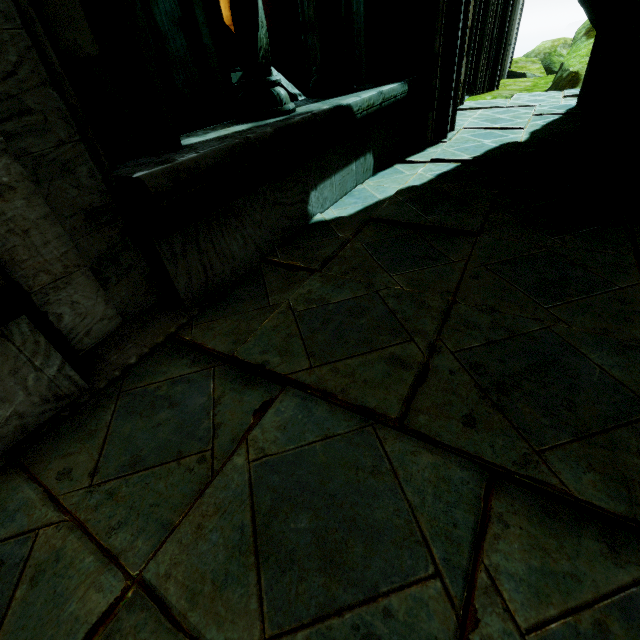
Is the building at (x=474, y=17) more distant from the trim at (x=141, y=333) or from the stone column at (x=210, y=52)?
the trim at (x=141, y=333)

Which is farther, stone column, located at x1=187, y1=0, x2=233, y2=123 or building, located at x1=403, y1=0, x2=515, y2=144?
stone column, located at x1=187, y1=0, x2=233, y2=123

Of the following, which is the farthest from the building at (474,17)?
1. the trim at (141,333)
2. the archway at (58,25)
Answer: the trim at (141,333)

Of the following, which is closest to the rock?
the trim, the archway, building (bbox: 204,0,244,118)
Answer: building (bbox: 204,0,244,118)

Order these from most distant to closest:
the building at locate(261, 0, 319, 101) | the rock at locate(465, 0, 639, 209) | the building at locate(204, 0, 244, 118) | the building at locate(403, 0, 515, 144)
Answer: the building at locate(204, 0, 244, 118) → the building at locate(261, 0, 319, 101) → the building at locate(403, 0, 515, 144) → the rock at locate(465, 0, 639, 209)

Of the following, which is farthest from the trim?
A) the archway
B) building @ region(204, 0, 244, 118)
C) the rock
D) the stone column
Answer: the stone column

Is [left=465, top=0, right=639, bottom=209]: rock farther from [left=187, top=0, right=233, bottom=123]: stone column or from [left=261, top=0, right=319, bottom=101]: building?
[left=187, top=0, right=233, bottom=123]: stone column

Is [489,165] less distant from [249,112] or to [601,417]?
[249,112]
